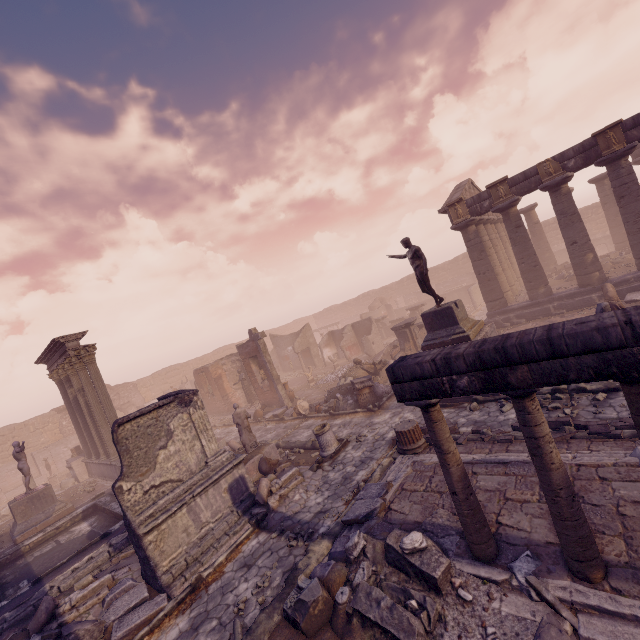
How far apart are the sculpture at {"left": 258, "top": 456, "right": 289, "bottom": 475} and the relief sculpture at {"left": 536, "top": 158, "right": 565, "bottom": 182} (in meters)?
17.10

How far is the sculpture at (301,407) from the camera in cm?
1584

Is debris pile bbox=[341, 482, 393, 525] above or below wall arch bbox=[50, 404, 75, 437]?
below

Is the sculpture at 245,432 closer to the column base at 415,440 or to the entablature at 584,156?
the column base at 415,440

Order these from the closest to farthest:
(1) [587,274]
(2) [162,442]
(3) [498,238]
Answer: (2) [162,442], (1) [587,274], (3) [498,238]

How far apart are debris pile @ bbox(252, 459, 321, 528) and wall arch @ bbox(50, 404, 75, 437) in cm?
2767

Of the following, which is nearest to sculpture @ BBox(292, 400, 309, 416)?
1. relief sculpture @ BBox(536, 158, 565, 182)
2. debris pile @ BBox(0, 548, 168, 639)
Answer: debris pile @ BBox(0, 548, 168, 639)

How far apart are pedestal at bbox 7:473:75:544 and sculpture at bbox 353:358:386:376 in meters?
14.2 m
